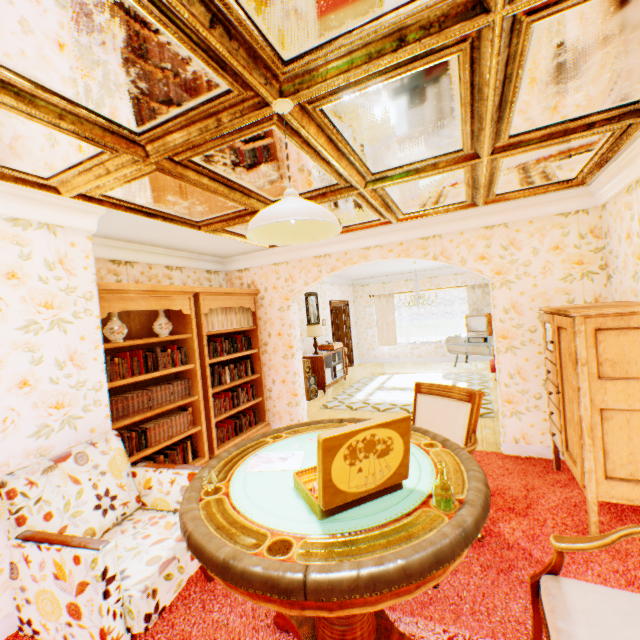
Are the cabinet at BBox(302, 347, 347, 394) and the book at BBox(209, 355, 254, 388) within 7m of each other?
yes

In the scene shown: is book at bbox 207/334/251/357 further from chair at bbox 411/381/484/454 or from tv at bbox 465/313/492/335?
tv at bbox 465/313/492/335

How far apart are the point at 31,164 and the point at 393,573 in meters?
3.0 m

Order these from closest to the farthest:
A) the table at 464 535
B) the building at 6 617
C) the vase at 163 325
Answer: the table at 464 535 → the building at 6 617 → the vase at 163 325

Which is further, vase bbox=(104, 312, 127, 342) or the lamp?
the lamp

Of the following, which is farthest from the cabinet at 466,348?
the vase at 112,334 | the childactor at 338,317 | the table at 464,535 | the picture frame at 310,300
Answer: the vase at 112,334

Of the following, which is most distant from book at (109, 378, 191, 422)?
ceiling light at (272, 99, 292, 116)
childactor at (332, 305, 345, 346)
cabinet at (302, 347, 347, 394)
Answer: childactor at (332, 305, 345, 346)

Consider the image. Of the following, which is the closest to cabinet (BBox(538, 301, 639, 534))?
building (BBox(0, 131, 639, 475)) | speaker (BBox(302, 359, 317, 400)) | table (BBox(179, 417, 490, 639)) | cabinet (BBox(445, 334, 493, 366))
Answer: building (BBox(0, 131, 639, 475))
